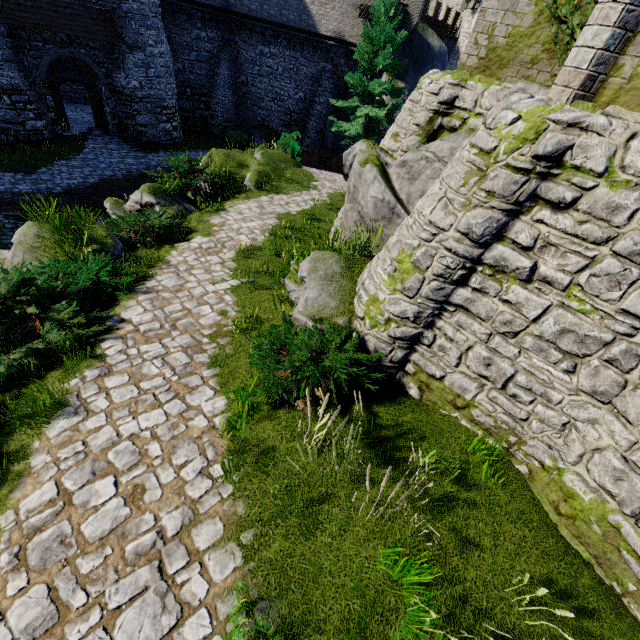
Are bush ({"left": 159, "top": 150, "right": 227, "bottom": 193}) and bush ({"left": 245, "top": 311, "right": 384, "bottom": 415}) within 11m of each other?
yes

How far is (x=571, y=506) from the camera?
4.37m

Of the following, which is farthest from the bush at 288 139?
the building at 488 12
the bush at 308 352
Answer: the bush at 308 352

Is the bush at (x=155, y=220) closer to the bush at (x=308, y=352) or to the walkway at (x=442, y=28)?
the bush at (x=308, y=352)

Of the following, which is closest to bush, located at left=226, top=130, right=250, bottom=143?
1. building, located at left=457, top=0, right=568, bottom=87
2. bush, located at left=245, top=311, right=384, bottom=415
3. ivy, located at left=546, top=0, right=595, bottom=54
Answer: building, located at left=457, top=0, right=568, bottom=87

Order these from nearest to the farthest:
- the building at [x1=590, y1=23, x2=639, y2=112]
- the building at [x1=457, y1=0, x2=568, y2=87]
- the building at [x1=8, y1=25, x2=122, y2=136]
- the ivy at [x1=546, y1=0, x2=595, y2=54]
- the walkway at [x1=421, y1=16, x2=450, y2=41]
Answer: the building at [x1=590, y1=23, x2=639, y2=112] < the ivy at [x1=546, y1=0, x2=595, y2=54] < the building at [x1=457, y1=0, x2=568, y2=87] < the building at [x1=8, y1=25, x2=122, y2=136] < the walkway at [x1=421, y1=16, x2=450, y2=41]

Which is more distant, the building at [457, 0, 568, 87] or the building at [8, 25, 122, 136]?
the building at [8, 25, 122, 136]

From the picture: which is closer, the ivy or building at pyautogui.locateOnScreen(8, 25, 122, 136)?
the ivy
